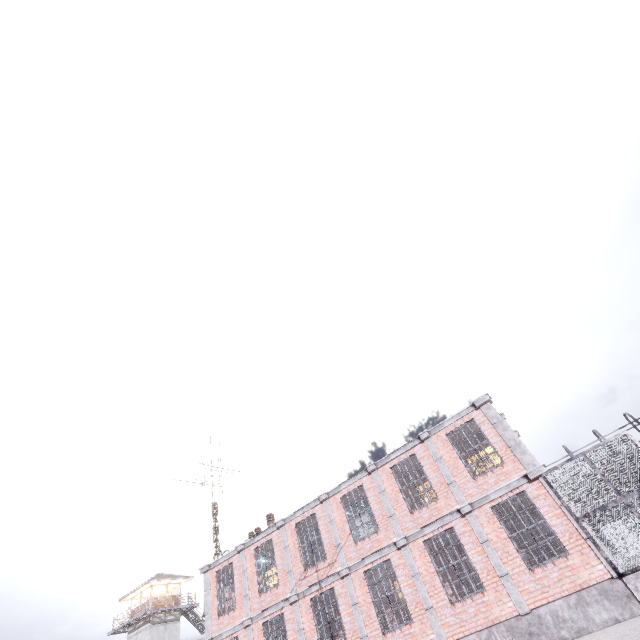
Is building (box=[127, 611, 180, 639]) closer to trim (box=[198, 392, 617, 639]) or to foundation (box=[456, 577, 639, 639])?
trim (box=[198, 392, 617, 639])

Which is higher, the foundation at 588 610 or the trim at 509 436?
the trim at 509 436

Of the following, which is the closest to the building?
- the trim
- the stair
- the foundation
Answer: the trim

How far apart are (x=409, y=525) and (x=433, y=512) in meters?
1.2

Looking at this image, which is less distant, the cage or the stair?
the stair

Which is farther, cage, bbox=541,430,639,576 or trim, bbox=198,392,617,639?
trim, bbox=198,392,617,639

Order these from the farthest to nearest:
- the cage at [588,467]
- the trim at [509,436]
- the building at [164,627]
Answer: the building at [164,627], the trim at [509,436], the cage at [588,467]

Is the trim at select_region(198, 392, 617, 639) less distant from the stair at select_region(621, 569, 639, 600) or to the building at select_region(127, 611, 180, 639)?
the stair at select_region(621, 569, 639, 600)
